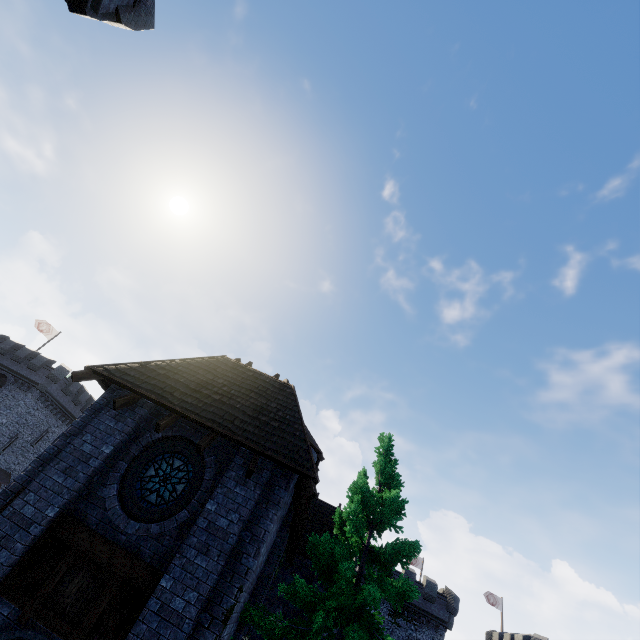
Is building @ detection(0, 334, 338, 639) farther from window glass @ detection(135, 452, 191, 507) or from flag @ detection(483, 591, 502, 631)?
flag @ detection(483, 591, 502, 631)

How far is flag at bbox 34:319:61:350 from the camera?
40.1m

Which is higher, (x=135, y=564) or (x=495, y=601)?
(x=495, y=601)

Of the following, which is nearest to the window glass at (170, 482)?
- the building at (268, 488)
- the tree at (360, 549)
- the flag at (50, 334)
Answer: the building at (268, 488)

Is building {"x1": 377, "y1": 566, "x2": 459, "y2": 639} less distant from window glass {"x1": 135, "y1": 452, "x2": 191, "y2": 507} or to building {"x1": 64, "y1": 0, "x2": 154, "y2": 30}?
window glass {"x1": 135, "y1": 452, "x2": 191, "y2": 507}

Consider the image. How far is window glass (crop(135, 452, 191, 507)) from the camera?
7.9 meters

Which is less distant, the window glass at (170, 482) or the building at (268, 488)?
the building at (268, 488)

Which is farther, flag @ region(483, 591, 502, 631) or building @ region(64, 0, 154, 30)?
flag @ region(483, 591, 502, 631)
